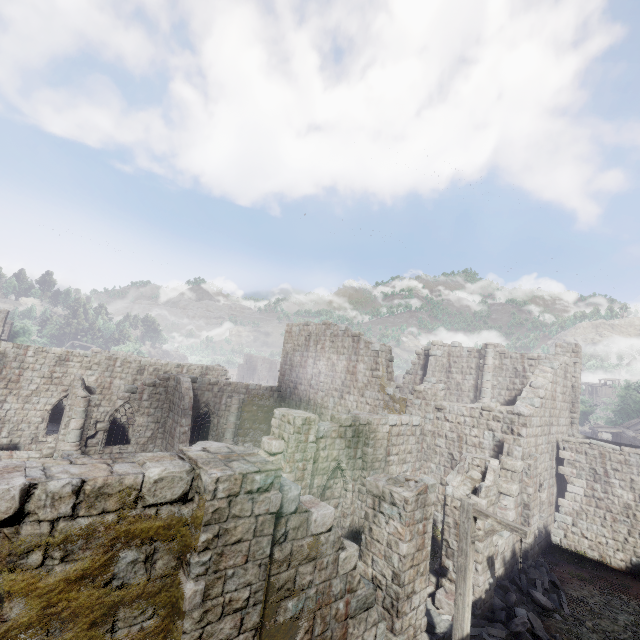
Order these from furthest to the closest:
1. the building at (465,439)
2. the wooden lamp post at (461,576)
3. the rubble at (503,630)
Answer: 1. the rubble at (503,630)
2. the wooden lamp post at (461,576)
3. the building at (465,439)

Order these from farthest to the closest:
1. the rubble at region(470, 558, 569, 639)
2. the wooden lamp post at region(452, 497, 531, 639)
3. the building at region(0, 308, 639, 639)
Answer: the rubble at region(470, 558, 569, 639), the wooden lamp post at region(452, 497, 531, 639), the building at region(0, 308, 639, 639)

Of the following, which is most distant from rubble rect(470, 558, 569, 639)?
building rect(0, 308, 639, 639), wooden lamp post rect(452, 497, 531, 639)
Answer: wooden lamp post rect(452, 497, 531, 639)

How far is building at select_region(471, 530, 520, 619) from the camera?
10.4 meters

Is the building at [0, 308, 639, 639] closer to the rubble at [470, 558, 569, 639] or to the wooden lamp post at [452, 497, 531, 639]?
the rubble at [470, 558, 569, 639]

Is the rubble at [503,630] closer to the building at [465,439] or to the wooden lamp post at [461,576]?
the building at [465,439]

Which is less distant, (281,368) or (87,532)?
(87,532)
